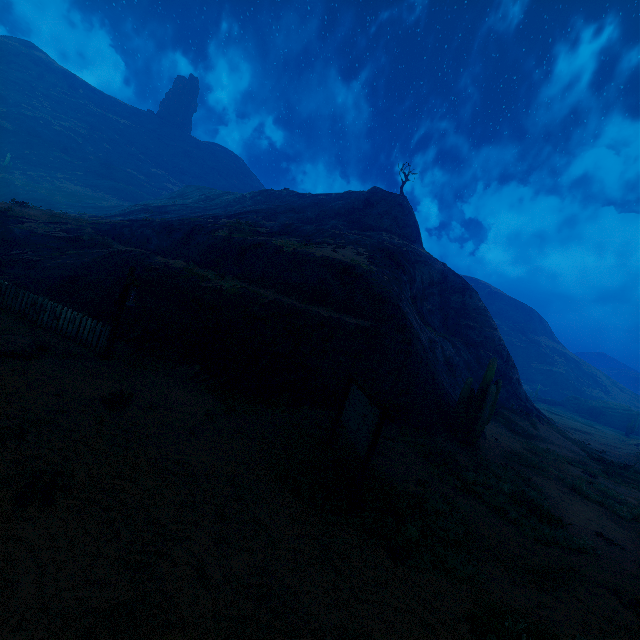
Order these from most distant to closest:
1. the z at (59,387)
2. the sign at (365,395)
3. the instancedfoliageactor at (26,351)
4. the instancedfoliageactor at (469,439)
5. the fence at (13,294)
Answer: the instancedfoliageactor at (469,439), the fence at (13,294), the instancedfoliageactor at (26,351), the sign at (365,395), the z at (59,387)

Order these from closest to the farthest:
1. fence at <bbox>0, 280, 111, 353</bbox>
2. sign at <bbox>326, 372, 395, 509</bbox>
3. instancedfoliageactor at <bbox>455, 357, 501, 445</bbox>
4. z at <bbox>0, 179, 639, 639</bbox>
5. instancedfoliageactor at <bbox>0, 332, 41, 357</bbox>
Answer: z at <bbox>0, 179, 639, 639</bbox>
sign at <bbox>326, 372, 395, 509</bbox>
instancedfoliageactor at <bbox>0, 332, 41, 357</bbox>
fence at <bbox>0, 280, 111, 353</bbox>
instancedfoliageactor at <bbox>455, 357, 501, 445</bbox>

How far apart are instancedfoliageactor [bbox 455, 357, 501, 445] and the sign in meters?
7.4 m

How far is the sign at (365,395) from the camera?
6.6m

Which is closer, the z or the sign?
the z

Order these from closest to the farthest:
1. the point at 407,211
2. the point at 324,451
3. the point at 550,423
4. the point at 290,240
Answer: the point at 324,451 < the point at 290,240 < the point at 550,423 < the point at 407,211

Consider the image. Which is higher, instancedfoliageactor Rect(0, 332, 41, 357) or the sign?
the sign

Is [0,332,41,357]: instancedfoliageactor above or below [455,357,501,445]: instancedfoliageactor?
below
